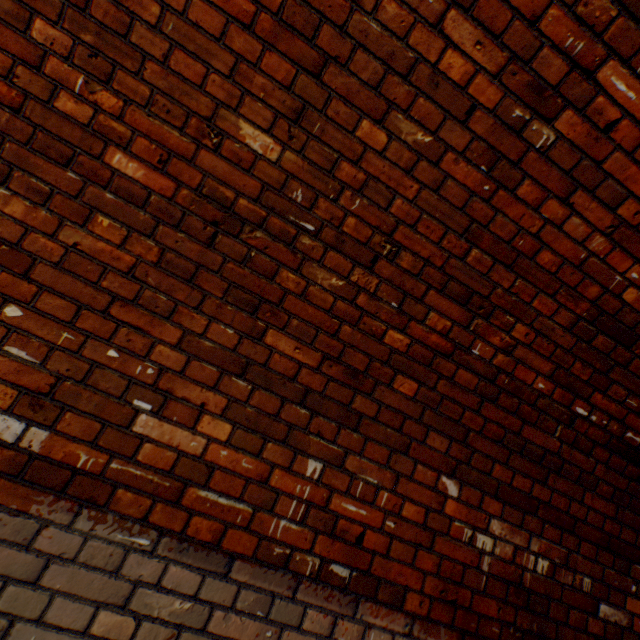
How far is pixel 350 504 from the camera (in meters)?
1.54
